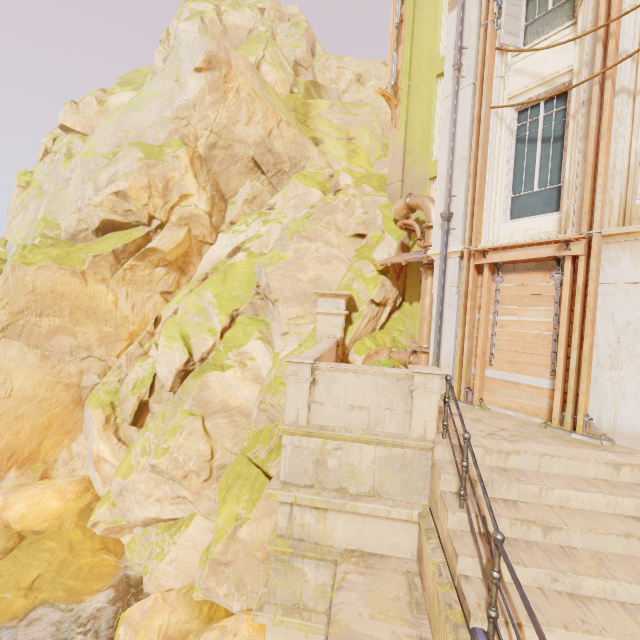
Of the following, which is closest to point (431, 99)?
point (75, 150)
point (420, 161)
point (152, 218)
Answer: point (420, 161)

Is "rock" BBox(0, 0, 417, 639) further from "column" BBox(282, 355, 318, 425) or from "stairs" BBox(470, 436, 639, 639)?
"stairs" BBox(470, 436, 639, 639)

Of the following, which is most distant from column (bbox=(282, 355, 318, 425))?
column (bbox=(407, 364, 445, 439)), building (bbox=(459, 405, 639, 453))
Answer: column (bbox=(407, 364, 445, 439))

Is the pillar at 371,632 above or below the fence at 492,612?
below

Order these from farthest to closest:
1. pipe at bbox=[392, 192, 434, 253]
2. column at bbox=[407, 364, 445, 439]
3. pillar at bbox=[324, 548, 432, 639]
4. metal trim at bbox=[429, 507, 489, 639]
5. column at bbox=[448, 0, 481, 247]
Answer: pipe at bbox=[392, 192, 434, 253] → column at bbox=[448, 0, 481, 247] → column at bbox=[407, 364, 445, 439] → pillar at bbox=[324, 548, 432, 639] → metal trim at bbox=[429, 507, 489, 639]

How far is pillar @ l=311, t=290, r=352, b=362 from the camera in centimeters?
1113cm

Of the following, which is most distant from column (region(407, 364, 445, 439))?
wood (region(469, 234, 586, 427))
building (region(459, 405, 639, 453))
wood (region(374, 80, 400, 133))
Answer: wood (region(374, 80, 400, 133))

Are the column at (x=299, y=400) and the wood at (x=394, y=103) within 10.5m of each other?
no
